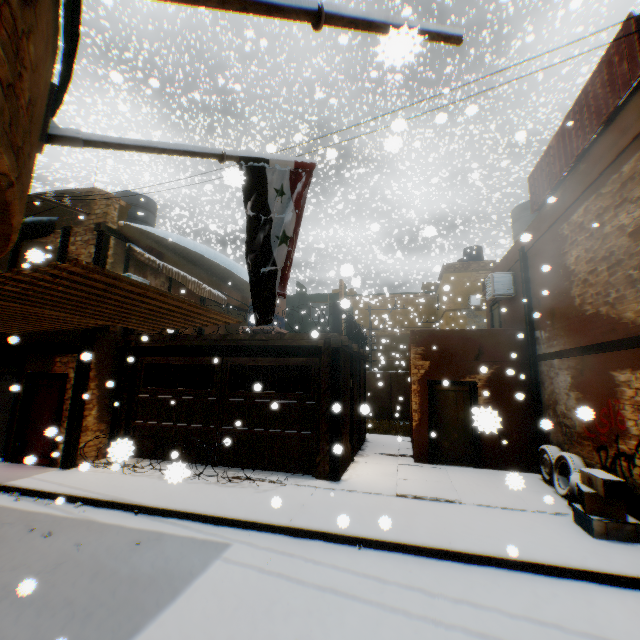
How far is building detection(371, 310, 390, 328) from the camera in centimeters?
1875cm

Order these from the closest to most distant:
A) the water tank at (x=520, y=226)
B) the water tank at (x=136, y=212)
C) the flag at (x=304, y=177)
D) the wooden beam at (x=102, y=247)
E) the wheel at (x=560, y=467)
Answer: the flag at (x=304, y=177)
the wheel at (x=560, y=467)
the wooden beam at (x=102, y=247)
the water tank at (x=520, y=226)
the water tank at (x=136, y=212)

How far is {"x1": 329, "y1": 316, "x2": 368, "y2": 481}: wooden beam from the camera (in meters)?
7.91

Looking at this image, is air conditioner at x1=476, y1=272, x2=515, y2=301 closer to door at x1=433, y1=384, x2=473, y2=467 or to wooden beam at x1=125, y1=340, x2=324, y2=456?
wooden beam at x1=125, y1=340, x2=324, y2=456

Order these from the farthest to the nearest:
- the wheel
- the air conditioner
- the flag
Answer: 1. the air conditioner
2. the wheel
3. the flag

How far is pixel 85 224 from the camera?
9.94m

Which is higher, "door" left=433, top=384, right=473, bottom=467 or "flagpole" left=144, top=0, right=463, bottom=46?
"flagpole" left=144, top=0, right=463, bottom=46

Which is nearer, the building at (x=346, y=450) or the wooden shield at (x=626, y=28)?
the wooden shield at (x=626, y=28)
